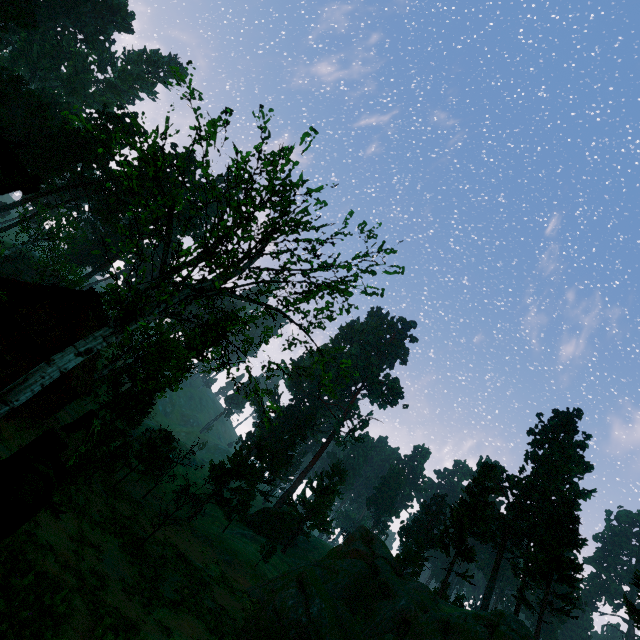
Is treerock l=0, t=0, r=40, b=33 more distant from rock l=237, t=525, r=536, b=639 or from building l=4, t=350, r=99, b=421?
rock l=237, t=525, r=536, b=639

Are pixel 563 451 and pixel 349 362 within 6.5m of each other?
no

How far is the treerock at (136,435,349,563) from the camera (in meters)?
34.72

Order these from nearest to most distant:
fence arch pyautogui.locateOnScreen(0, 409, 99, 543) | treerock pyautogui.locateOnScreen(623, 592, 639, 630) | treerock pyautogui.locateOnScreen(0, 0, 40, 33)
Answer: fence arch pyautogui.locateOnScreen(0, 409, 99, 543) → treerock pyautogui.locateOnScreen(623, 592, 639, 630) → treerock pyautogui.locateOnScreen(0, 0, 40, 33)

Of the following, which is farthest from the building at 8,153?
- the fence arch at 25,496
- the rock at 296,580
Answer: the rock at 296,580

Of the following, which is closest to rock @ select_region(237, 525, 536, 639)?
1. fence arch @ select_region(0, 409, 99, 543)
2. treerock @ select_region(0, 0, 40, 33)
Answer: treerock @ select_region(0, 0, 40, 33)

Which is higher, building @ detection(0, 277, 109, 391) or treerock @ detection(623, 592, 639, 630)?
treerock @ detection(623, 592, 639, 630)

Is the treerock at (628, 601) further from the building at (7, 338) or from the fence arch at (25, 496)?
A: the fence arch at (25, 496)
